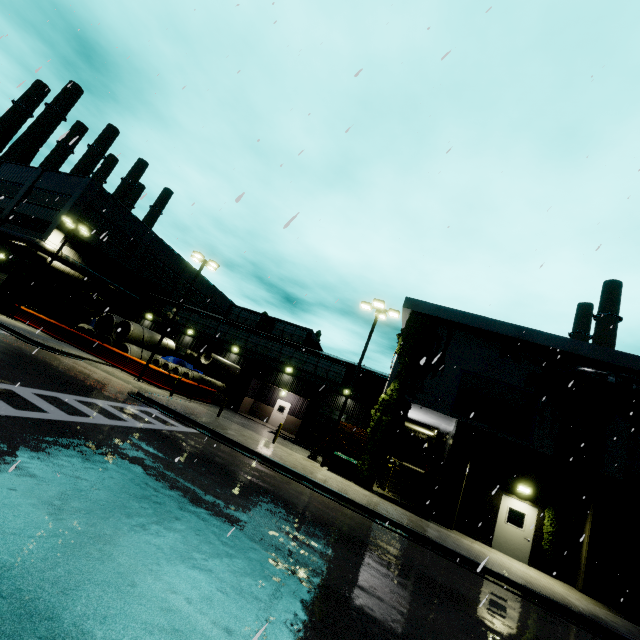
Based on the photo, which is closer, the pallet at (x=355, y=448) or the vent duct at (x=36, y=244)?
the pallet at (x=355, y=448)

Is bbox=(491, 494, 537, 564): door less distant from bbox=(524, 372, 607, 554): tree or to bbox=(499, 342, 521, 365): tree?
bbox=(524, 372, 607, 554): tree

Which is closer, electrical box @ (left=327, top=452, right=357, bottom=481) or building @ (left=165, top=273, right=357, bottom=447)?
electrical box @ (left=327, top=452, right=357, bottom=481)

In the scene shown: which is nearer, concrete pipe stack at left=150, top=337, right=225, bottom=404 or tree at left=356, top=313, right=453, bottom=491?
tree at left=356, top=313, right=453, bottom=491

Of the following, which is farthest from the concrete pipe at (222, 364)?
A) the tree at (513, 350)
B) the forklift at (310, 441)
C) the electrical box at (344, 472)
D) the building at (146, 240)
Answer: the tree at (513, 350)

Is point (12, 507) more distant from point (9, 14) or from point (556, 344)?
point (9, 14)

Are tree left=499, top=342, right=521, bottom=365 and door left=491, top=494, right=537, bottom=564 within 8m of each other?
yes

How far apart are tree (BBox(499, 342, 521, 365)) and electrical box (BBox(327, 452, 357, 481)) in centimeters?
962cm
